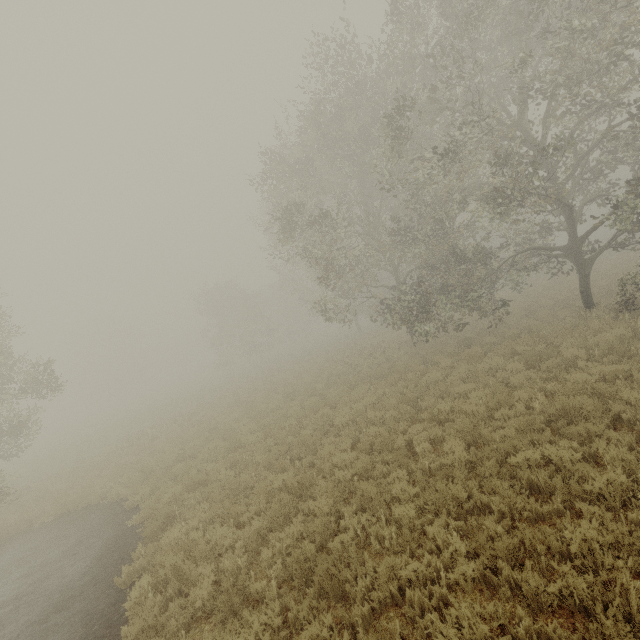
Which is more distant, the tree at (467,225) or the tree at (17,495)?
the tree at (17,495)

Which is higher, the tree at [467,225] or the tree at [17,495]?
A: the tree at [467,225]

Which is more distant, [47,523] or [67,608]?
[47,523]

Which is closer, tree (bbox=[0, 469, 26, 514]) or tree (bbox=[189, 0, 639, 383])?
tree (bbox=[189, 0, 639, 383])

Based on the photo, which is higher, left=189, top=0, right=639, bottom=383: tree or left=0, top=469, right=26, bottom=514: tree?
left=189, top=0, right=639, bottom=383: tree
